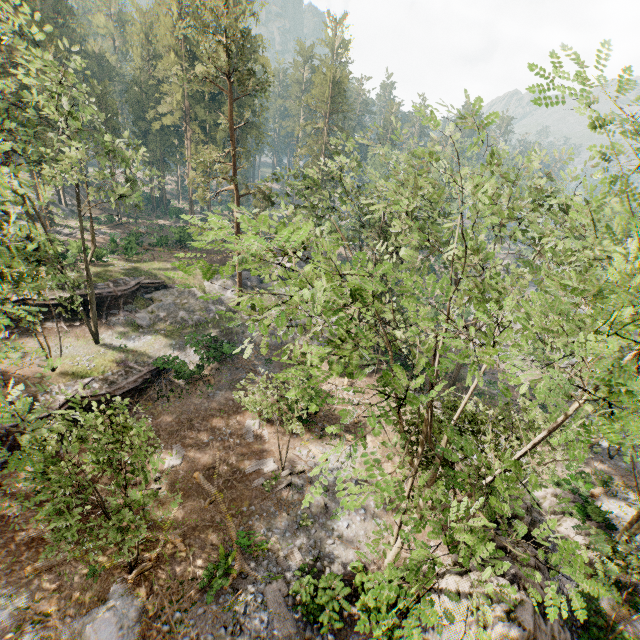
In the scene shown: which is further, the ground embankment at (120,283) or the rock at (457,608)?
the ground embankment at (120,283)

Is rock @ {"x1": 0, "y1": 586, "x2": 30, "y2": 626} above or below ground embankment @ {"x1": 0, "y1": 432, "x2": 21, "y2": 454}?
below

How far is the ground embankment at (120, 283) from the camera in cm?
2903

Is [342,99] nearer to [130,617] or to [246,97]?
[246,97]

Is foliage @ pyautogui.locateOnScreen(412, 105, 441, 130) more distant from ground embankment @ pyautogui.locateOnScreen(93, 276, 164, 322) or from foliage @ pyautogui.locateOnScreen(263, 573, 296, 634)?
foliage @ pyautogui.locateOnScreen(263, 573, 296, 634)

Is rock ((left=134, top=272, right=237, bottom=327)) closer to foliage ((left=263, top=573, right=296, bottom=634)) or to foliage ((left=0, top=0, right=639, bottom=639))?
foliage ((left=0, top=0, right=639, bottom=639))

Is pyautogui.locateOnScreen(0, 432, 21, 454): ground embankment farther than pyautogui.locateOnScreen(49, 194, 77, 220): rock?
No

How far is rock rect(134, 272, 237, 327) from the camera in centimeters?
3039cm
